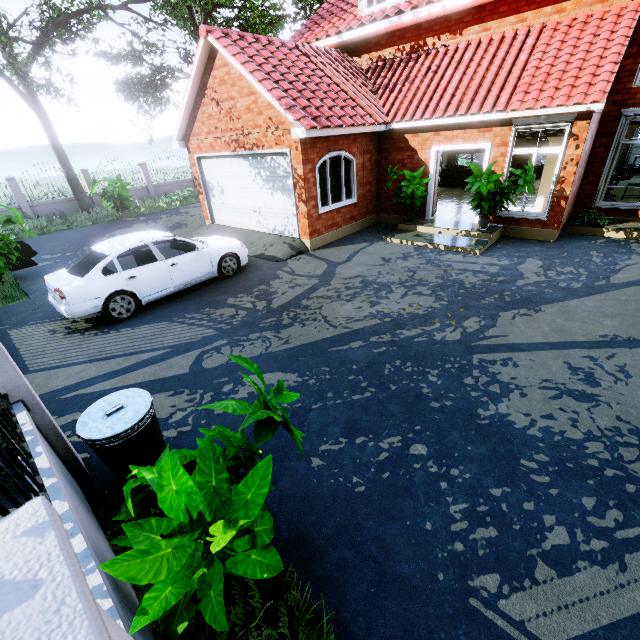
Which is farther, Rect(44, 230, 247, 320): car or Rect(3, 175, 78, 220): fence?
Rect(3, 175, 78, 220): fence

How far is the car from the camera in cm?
632

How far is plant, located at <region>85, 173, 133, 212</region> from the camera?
16.4 meters

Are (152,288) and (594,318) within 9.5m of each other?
yes

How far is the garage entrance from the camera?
9.8m

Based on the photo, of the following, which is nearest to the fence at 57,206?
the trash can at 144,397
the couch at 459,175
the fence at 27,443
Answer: the fence at 27,443

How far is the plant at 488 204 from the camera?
8.23m

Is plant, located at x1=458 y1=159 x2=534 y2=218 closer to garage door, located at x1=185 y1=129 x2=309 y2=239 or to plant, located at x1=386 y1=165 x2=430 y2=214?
plant, located at x1=386 y1=165 x2=430 y2=214
